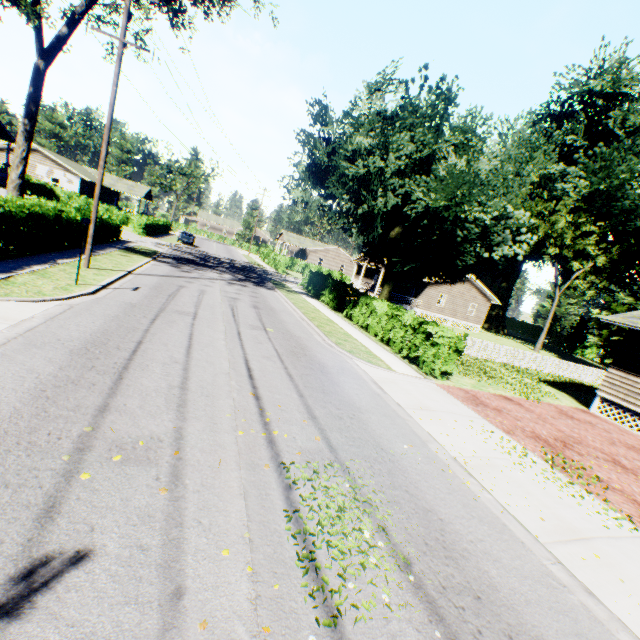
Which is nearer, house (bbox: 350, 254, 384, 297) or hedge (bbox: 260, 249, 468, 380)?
hedge (bbox: 260, 249, 468, 380)

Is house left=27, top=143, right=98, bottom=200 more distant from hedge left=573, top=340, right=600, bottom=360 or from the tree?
hedge left=573, top=340, right=600, bottom=360

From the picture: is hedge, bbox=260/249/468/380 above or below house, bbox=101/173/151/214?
below

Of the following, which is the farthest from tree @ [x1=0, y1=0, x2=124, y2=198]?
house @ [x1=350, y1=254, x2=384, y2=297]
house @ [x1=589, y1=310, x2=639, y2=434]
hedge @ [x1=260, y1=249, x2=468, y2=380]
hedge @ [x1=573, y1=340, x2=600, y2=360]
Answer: hedge @ [x1=573, y1=340, x2=600, y2=360]

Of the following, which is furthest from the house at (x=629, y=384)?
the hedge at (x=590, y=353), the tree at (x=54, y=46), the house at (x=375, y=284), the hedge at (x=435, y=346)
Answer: the hedge at (x=590, y=353)

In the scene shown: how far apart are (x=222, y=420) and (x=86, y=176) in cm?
5253

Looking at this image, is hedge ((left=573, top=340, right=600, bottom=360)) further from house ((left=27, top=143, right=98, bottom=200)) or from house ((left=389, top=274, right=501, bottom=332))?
house ((left=27, top=143, right=98, bottom=200))

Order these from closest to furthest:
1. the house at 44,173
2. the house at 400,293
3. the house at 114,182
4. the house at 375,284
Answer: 1. the house at 400,293
2. the house at 375,284
3. the house at 44,173
4. the house at 114,182
